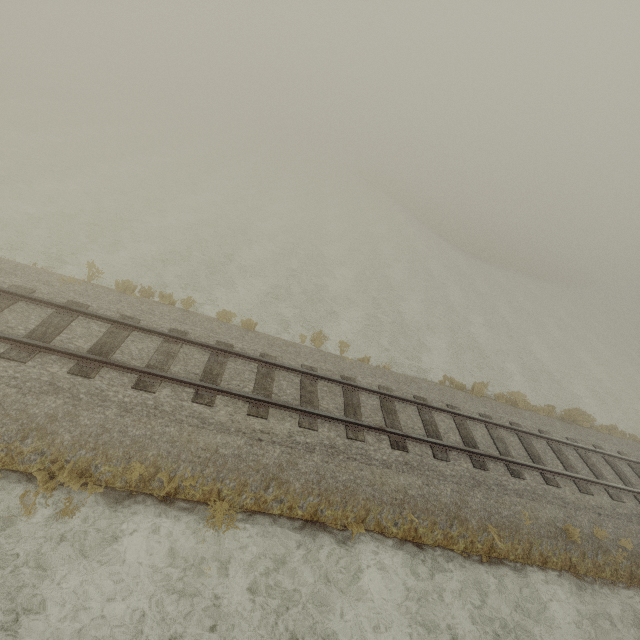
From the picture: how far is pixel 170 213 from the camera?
18.91m
